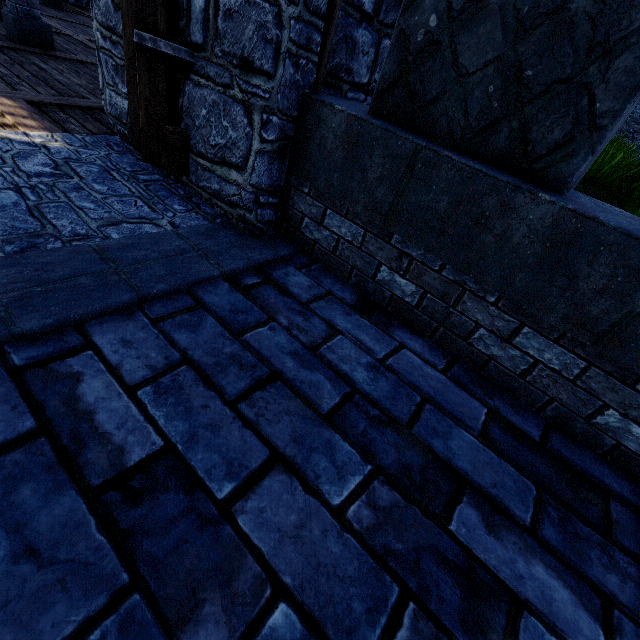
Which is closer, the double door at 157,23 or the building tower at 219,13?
the building tower at 219,13

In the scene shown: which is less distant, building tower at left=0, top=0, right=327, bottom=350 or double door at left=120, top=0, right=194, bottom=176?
building tower at left=0, top=0, right=327, bottom=350

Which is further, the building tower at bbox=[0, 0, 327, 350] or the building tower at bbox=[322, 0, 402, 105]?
the building tower at bbox=[322, 0, 402, 105]

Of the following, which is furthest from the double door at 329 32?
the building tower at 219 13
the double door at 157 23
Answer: the double door at 157 23

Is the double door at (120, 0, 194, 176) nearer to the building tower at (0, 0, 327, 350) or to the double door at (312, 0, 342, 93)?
the building tower at (0, 0, 327, 350)

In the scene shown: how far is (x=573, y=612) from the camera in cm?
117

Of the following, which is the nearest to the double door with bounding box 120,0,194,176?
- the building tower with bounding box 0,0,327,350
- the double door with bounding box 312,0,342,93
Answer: the building tower with bounding box 0,0,327,350
